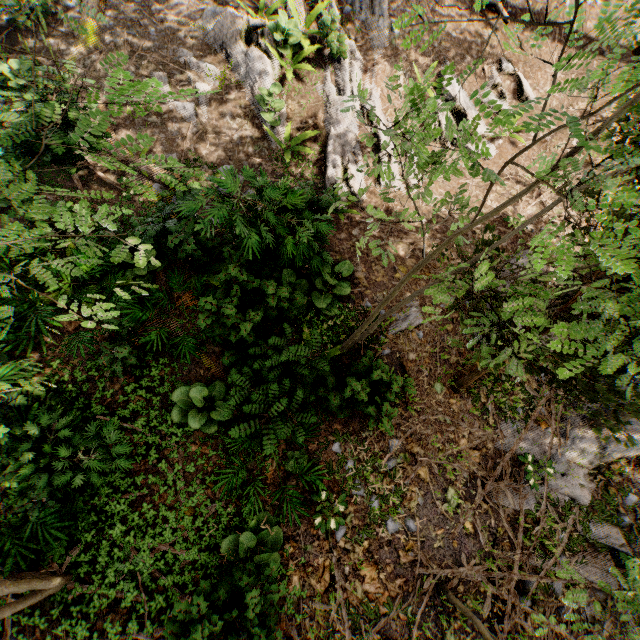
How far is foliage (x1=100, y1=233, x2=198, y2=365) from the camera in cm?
558

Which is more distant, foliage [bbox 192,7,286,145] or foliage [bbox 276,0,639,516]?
foliage [bbox 192,7,286,145]

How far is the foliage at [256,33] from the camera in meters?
8.9

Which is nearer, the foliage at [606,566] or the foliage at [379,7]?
the foliage at [606,566]

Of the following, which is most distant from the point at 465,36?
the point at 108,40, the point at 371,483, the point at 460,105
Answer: the point at 371,483

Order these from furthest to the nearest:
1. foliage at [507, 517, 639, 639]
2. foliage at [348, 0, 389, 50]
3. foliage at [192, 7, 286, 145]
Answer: foliage at [348, 0, 389, 50] → foliage at [192, 7, 286, 145] → foliage at [507, 517, 639, 639]
